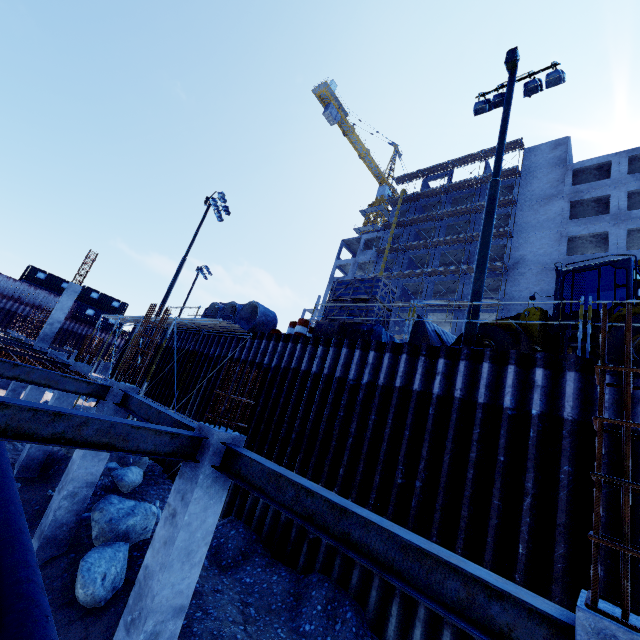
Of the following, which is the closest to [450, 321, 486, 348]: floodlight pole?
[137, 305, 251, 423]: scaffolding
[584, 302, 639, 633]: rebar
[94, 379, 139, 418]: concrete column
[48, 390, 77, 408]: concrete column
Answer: [584, 302, 639, 633]: rebar

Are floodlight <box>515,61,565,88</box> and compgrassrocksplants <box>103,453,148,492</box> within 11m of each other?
no

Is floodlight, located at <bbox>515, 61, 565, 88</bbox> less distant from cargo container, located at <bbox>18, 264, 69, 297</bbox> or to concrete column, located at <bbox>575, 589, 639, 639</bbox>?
concrete column, located at <bbox>575, 589, 639, 639</bbox>

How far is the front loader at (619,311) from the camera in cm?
807

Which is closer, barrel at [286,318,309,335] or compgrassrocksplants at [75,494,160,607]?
compgrassrocksplants at [75,494,160,607]

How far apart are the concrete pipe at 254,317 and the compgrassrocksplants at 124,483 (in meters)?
5.70

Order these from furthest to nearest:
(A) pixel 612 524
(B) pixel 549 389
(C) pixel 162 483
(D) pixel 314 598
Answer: (C) pixel 162 483 → (D) pixel 314 598 → (B) pixel 549 389 → (A) pixel 612 524

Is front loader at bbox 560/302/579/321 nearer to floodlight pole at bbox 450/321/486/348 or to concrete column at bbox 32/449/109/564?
floodlight pole at bbox 450/321/486/348
